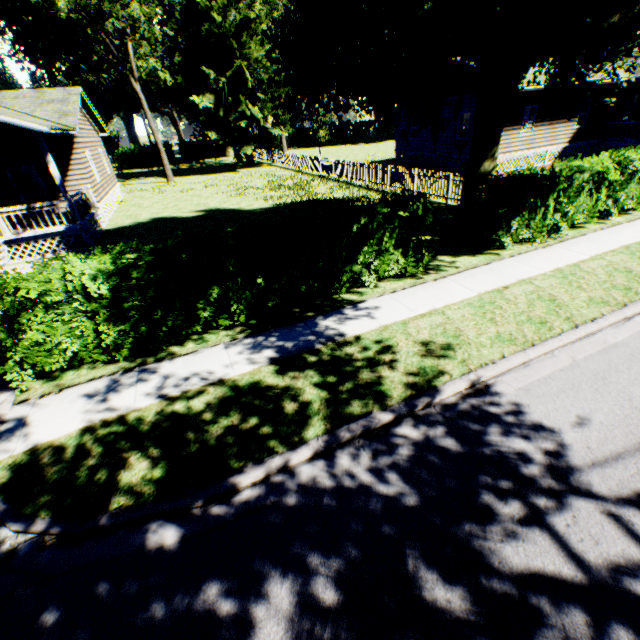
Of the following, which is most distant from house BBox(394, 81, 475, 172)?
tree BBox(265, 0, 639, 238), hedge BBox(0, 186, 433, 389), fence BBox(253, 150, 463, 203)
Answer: hedge BBox(0, 186, 433, 389)

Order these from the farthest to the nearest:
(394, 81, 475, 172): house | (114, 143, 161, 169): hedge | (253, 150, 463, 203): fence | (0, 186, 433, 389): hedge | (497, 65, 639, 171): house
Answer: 1. (114, 143, 161, 169): hedge
2. (394, 81, 475, 172): house
3. (497, 65, 639, 171): house
4. (253, 150, 463, 203): fence
5. (0, 186, 433, 389): hedge

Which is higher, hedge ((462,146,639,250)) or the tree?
the tree

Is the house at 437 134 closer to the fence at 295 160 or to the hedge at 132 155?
the fence at 295 160

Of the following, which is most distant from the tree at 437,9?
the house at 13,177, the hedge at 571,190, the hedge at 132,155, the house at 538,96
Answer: the hedge at 132,155

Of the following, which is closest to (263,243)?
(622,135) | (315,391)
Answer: (315,391)

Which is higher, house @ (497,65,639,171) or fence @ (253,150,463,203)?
house @ (497,65,639,171)

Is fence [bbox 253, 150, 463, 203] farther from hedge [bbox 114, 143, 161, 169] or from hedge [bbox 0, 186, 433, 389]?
hedge [bbox 114, 143, 161, 169]
